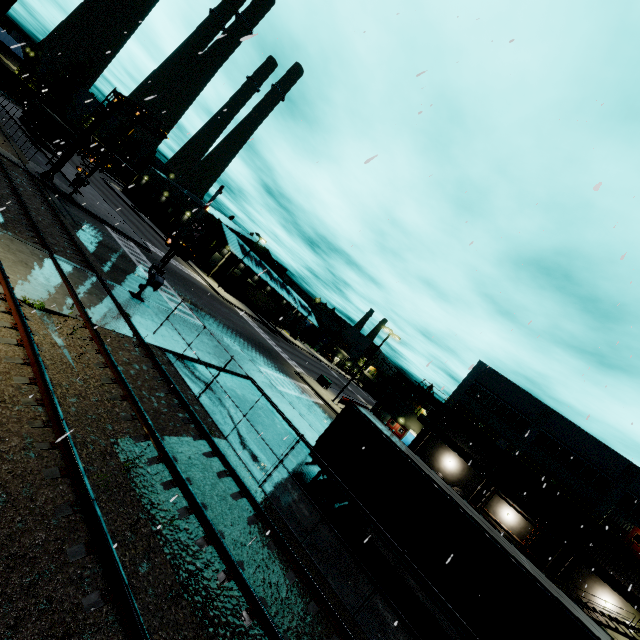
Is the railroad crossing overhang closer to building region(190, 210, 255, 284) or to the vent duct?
building region(190, 210, 255, 284)

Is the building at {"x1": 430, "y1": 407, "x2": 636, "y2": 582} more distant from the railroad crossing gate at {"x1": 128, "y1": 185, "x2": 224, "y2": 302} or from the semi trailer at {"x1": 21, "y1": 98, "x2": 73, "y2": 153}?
the railroad crossing gate at {"x1": 128, "y1": 185, "x2": 224, "y2": 302}

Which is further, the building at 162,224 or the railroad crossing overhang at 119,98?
the building at 162,224

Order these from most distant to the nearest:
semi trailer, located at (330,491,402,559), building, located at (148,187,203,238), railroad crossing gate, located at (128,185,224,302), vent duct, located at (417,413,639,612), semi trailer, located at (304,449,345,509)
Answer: building, located at (148,187,203,238), vent duct, located at (417,413,639,612), railroad crossing gate, located at (128,185,224,302), semi trailer, located at (304,449,345,509), semi trailer, located at (330,491,402,559)

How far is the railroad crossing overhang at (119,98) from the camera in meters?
21.9

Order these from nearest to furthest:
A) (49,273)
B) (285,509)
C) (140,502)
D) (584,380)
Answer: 1. (140,502)
2. (285,509)
3. (49,273)
4. (584,380)

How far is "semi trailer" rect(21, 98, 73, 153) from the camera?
37.9 meters
